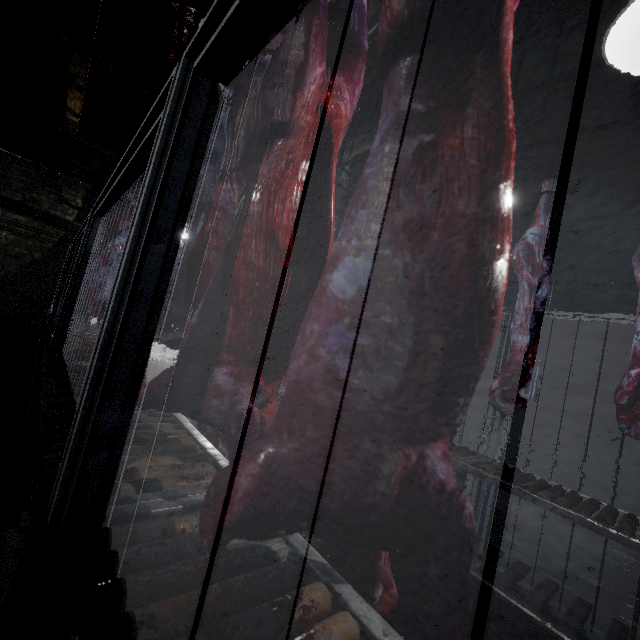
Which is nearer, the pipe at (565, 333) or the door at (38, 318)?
the pipe at (565, 333)

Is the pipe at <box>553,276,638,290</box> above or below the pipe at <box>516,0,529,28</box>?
below

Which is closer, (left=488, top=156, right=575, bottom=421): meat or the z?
the z

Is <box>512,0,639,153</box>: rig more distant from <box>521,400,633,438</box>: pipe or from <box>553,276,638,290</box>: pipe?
<box>521,400,633,438</box>: pipe

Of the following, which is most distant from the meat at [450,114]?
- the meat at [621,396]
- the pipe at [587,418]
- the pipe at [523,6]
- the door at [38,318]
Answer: the door at [38,318]

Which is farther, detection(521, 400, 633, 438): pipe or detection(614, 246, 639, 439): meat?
detection(521, 400, 633, 438): pipe

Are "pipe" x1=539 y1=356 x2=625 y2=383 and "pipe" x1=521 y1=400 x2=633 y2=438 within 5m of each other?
yes

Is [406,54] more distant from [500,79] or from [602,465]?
[602,465]
